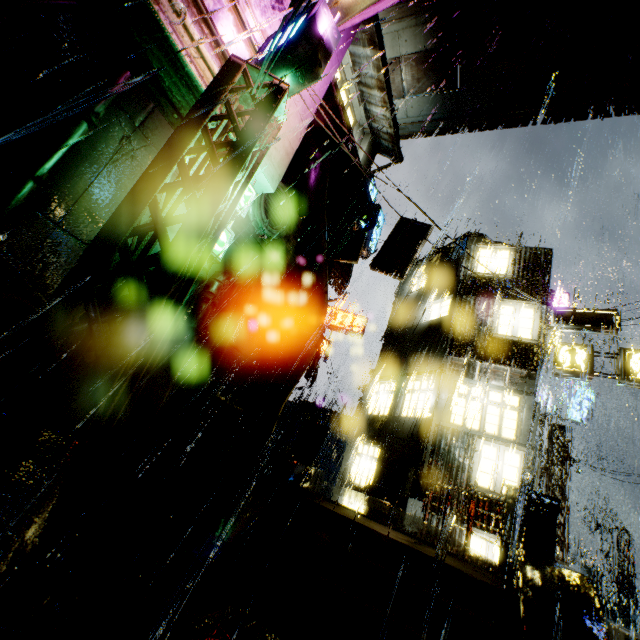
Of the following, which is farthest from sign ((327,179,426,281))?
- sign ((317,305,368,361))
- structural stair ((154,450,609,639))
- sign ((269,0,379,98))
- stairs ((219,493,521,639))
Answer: stairs ((219,493,521,639))

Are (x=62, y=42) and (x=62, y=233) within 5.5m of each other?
yes

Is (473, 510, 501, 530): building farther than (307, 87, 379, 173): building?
No

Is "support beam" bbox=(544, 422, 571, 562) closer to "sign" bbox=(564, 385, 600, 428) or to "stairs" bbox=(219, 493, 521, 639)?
"sign" bbox=(564, 385, 600, 428)

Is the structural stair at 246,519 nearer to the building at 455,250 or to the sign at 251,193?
the building at 455,250

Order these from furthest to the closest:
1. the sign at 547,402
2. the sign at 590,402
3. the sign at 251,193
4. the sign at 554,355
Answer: the sign at 547,402, the sign at 590,402, the sign at 554,355, the sign at 251,193

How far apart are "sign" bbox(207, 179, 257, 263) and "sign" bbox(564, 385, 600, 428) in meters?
22.1

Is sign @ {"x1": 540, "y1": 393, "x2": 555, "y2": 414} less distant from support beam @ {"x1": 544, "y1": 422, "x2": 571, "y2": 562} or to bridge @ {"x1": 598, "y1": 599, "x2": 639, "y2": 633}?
support beam @ {"x1": 544, "y1": 422, "x2": 571, "y2": 562}
